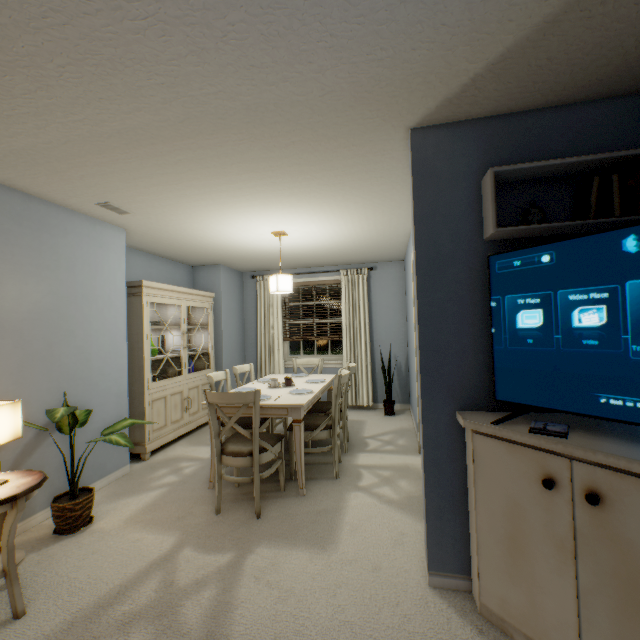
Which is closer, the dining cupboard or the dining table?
the dining table

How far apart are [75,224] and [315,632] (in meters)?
3.39

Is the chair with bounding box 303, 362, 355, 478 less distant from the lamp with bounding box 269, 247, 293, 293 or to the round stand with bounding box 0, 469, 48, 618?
the lamp with bounding box 269, 247, 293, 293

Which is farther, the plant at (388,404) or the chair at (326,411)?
the plant at (388,404)

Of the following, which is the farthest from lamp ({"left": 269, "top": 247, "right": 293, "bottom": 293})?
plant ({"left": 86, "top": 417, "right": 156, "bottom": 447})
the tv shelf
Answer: the tv shelf

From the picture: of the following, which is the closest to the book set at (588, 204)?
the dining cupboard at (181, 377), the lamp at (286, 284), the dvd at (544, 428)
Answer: the dvd at (544, 428)

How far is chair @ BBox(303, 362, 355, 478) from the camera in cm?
298

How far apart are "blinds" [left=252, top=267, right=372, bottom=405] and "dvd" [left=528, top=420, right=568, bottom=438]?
3.9m
